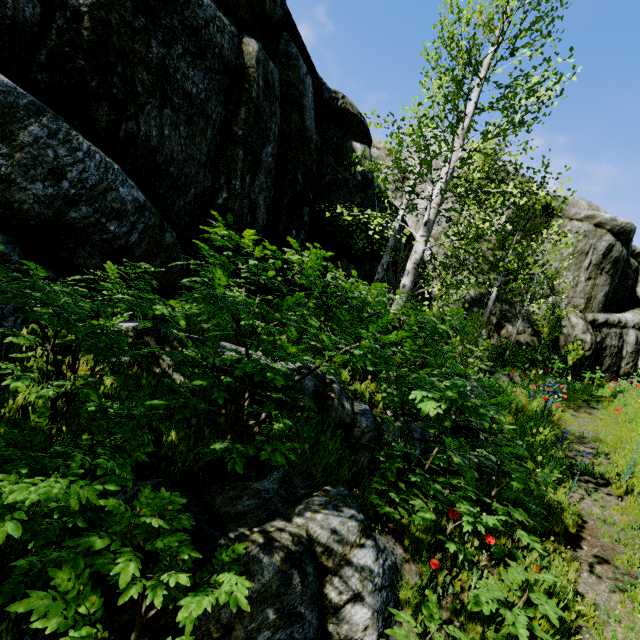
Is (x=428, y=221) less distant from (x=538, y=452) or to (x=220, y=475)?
(x=538, y=452)

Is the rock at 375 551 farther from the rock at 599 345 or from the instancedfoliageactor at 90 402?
the rock at 599 345

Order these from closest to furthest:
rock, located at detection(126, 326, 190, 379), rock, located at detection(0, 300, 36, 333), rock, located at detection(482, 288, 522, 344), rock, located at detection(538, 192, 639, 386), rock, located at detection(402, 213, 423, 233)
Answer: rock, located at detection(0, 300, 36, 333)
rock, located at detection(126, 326, 190, 379)
rock, located at detection(402, 213, 423, 233)
rock, located at detection(482, 288, 522, 344)
rock, located at detection(538, 192, 639, 386)

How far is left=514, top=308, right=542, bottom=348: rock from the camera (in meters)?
16.12

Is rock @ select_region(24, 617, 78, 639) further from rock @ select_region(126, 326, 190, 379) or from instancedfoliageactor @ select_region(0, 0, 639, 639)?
rock @ select_region(126, 326, 190, 379)

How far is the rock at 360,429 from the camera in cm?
392

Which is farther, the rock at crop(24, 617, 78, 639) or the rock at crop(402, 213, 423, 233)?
the rock at crop(402, 213, 423, 233)
